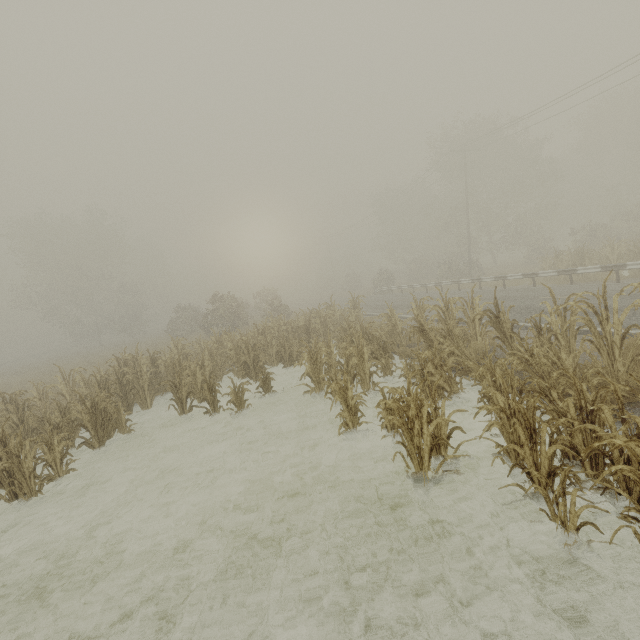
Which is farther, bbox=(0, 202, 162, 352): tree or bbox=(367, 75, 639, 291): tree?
bbox=(0, 202, 162, 352): tree

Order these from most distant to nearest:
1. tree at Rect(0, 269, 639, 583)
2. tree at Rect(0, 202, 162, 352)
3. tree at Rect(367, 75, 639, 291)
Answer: tree at Rect(0, 202, 162, 352) → tree at Rect(367, 75, 639, 291) → tree at Rect(0, 269, 639, 583)

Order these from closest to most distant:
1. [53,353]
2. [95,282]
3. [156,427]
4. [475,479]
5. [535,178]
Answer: [475,479] → [156,427] → [535,178] → [95,282] → [53,353]

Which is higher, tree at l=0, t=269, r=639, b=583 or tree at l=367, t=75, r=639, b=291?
tree at l=367, t=75, r=639, b=291

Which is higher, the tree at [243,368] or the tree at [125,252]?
the tree at [125,252]

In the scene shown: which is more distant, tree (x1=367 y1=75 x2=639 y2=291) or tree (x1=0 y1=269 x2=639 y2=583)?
tree (x1=367 y1=75 x2=639 y2=291)

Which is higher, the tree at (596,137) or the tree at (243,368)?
the tree at (596,137)
